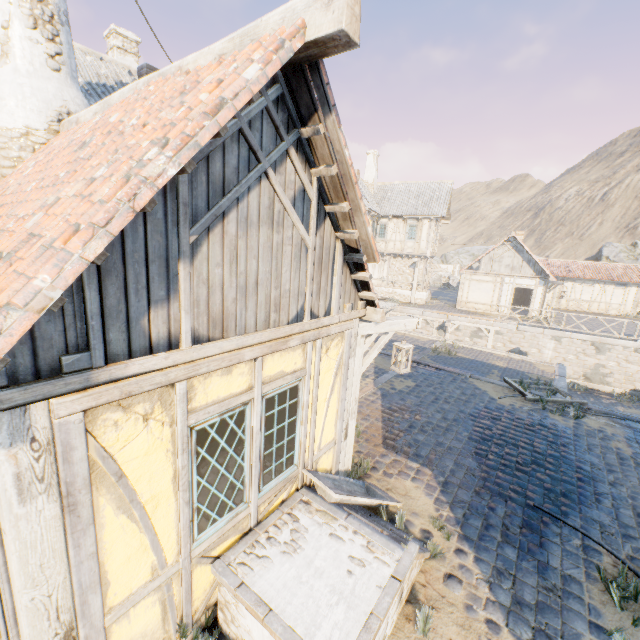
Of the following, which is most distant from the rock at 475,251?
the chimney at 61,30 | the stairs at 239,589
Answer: the stairs at 239,589

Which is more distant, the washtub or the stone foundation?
the stone foundation

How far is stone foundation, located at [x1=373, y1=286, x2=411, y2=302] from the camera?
27.4 meters

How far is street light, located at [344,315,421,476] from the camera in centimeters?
516cm

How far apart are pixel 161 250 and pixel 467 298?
26.39m

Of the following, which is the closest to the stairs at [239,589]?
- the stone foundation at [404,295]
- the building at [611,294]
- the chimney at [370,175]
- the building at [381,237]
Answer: the building at [381,237]

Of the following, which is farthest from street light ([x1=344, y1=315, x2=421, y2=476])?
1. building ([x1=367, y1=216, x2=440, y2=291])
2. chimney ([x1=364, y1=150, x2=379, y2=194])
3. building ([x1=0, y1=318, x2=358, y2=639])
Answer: chimney ([x1=364, y1=150, x2=379, y2=194])

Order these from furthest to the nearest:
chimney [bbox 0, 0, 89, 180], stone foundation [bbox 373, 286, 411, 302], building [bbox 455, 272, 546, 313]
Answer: stone foundation [bbox 373, 286, 411, 302] < building [bbox 455, 272, 546, 313] < chimney [bbox 0, 0, 89, 180]
